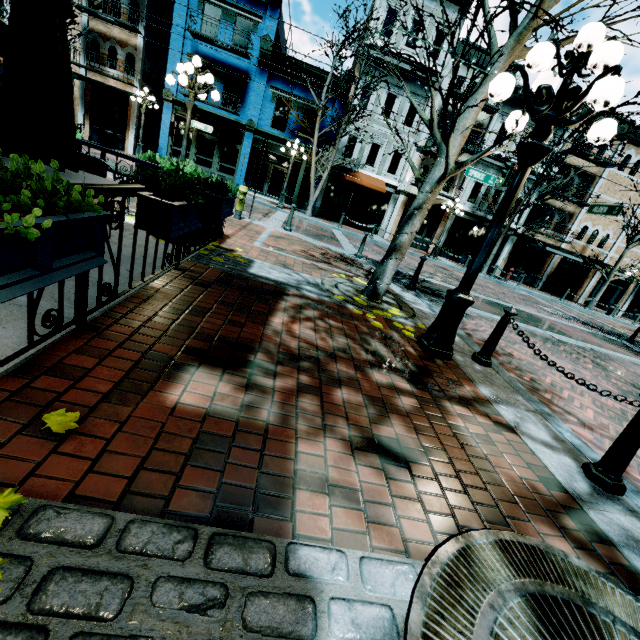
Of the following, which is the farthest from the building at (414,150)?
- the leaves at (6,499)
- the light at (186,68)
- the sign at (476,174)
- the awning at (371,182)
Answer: the leaves at (6,499)

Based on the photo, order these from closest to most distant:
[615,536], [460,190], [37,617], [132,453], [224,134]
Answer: [37,617], [132,453], [615,536], [224,134], [460,190]

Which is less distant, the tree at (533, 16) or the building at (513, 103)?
the tree at (533, 16)

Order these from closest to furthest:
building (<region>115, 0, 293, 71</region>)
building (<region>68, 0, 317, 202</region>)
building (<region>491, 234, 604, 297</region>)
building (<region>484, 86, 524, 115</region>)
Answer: building (<region>115, 0, 293, 71</region>), building (<region>68, 0, 317, 202</region>), building (<region>484, 86, 524, 115</region>), building (<region>491, 234, 604, 297</region>)

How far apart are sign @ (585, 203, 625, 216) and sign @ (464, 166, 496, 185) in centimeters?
425cm

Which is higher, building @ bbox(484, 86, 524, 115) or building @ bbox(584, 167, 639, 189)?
building @ bbox(484, 86, 524, 115)

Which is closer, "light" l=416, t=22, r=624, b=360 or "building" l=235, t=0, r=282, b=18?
"light" l=416, t=22, r=624, b=360

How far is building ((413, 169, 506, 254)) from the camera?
22.4m
